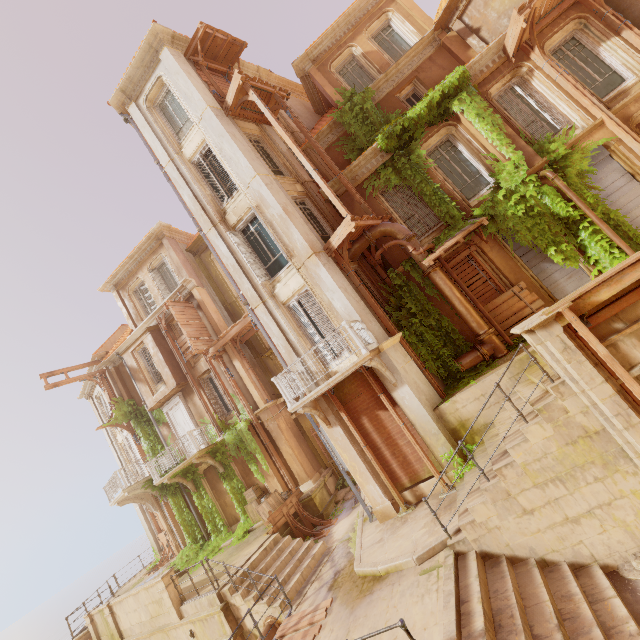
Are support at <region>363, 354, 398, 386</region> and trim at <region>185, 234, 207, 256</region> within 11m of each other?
no

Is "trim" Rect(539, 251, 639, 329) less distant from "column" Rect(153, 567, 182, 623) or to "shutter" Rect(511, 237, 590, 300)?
"shutter" Rect(511, 237, 590, 300)

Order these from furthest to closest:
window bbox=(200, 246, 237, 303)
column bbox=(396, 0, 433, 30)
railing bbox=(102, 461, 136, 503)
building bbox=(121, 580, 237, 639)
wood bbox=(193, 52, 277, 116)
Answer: window bbox=(200, 246, 237, 303), railing bbox=(102, 461, 136, 503), column bbox=(396, 0, 433, 30), wood bbox=(193, 52, 277, 116), building bbox=(121, 580, 237, 639)

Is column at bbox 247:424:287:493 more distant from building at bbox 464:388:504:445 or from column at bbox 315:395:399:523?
building at bbox 464:388:504:445

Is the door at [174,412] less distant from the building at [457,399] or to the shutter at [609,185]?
the building at [457,399]

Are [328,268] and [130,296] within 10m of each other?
no

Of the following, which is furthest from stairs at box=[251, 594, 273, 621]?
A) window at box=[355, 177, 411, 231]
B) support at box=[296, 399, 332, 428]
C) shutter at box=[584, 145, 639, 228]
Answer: shutter at box=[584, 145, 639, 228]

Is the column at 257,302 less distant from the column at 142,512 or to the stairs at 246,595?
the stairs at 246,595
